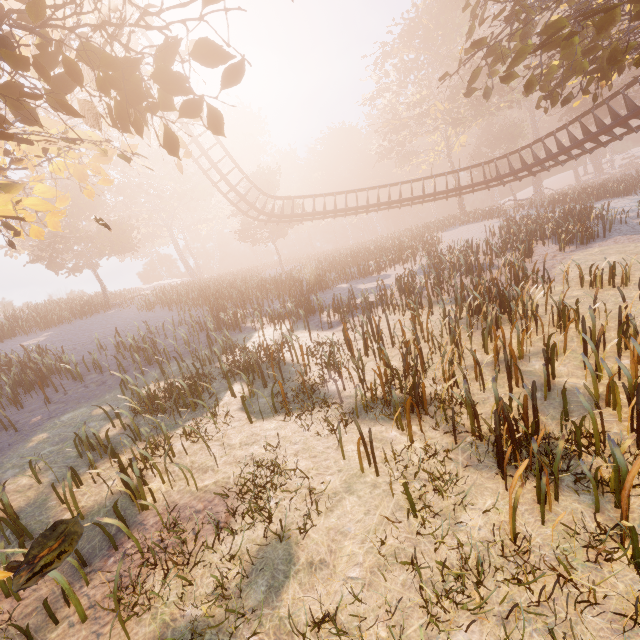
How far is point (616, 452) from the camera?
3.83m

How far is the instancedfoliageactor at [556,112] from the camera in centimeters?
4010cm

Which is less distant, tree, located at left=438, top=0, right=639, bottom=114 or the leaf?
the leaf

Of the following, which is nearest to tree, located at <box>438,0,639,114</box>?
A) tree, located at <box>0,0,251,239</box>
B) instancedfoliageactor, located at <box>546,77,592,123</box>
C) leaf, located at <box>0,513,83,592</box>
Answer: tree, located at <box>0,0,251,239</box>

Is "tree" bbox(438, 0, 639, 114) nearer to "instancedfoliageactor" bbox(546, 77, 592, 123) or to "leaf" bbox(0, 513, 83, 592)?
"leaf" bbox(0, 513, 83, 592)

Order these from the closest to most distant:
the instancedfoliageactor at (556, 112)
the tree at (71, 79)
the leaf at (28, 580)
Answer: the leaf at (28, 580) < the tree at (71, 79) < the instancedfoliageactor at (556, 112)

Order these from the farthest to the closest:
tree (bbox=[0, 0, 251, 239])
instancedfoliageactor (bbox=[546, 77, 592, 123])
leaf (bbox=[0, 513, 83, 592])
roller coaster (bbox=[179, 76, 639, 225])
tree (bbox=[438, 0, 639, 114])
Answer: instancedfoliageactor (bbox=[546, 77, 592, 123]) → roller coaster (bbox=[179, 76, 639, 225]) → tree (bbox=[438, 0, 639, 114]) → tree (bbox=[0, 0, 251, 239]) → leaf (bbox=[0, 513, 83, 592])
